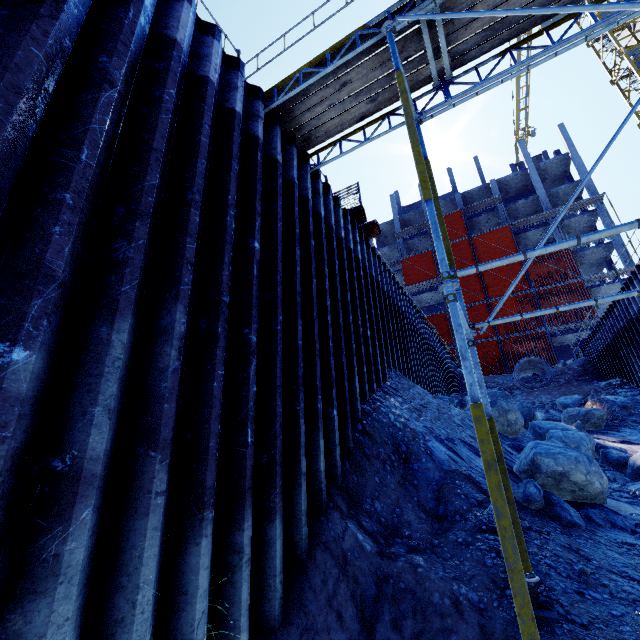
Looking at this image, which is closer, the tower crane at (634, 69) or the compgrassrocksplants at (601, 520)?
the compgrassrocksplants at (601, 520)

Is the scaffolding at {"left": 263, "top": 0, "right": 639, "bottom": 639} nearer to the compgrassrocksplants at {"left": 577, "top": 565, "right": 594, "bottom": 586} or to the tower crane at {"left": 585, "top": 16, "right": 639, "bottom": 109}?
the compgrassrocksplants at {"left": 577, "top": 565, "right": 594, "bottom": 586}

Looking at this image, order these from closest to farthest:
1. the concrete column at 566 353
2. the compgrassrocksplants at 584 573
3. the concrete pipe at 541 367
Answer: the compgrassrocksplants at 584 573 < the concrete pipe at 541 367 < the concrete column at 566 353

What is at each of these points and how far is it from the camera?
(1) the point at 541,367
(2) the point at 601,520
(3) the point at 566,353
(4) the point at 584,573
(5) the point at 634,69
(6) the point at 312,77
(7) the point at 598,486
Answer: (1) concrete pipe, 21.73m
(2) compgrassrocksplants, 4.64m
(3) concrete column, 32.97m
(4) compgrassrocksplants, 3.33m
(5) tower crane, 22.19m
(6) scaffolding, 4.93m
(7) compgrassrocksplants, 4.84m

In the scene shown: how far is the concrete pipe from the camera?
20.02m

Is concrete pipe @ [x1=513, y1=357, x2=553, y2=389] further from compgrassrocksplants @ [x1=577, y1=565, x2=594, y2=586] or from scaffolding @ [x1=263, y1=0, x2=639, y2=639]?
compgrassrocksplants @ [x1=577, y1=565, x2=594, y2=586]

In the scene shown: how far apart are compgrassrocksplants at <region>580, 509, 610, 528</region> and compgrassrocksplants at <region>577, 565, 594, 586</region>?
1.66m

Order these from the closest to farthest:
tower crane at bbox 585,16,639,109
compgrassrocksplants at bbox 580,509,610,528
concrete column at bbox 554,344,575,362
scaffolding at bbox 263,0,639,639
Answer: scaffolding at bbox 263,0,639,639 < compgrassrocksplants at bbox 580,509,610,528 < tower crane at bbox 585,16,639,109 < concrete column at bbox 554,344,575,362
